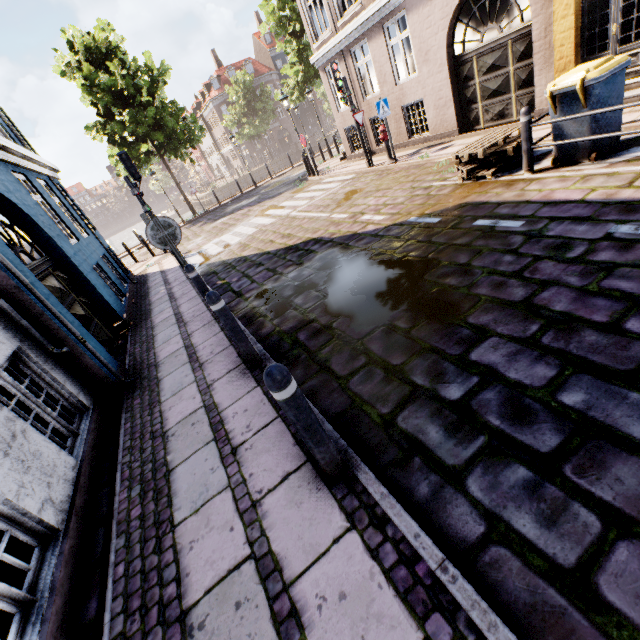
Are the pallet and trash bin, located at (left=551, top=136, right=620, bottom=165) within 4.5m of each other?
yes

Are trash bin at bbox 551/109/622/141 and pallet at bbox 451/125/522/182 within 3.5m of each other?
yes

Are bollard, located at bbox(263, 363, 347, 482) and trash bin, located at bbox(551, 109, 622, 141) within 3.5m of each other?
no

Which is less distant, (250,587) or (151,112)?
(250,587)

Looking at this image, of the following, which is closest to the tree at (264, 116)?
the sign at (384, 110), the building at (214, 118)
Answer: the building at (214, 118)

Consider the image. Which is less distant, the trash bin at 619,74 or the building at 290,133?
the trash bin at 619,74

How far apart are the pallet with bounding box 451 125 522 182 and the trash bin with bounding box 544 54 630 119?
0.7m

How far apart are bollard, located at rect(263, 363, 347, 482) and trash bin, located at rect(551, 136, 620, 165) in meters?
6.2 m
